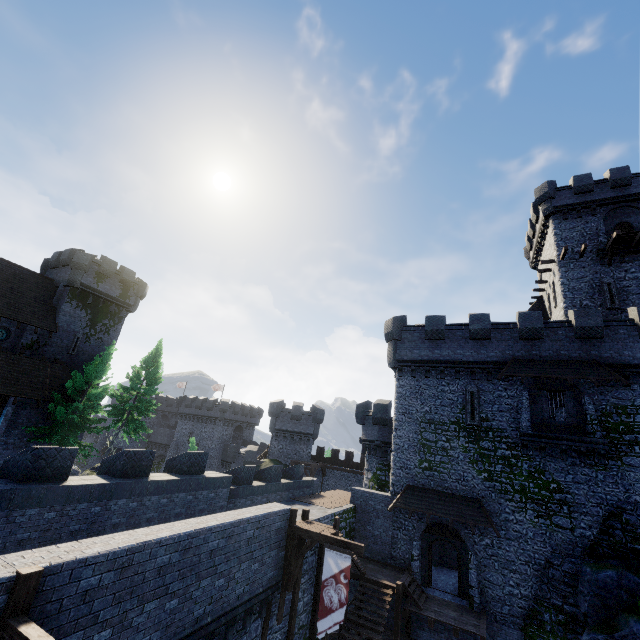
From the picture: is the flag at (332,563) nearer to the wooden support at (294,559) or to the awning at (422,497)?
the wooden support at (294,559)

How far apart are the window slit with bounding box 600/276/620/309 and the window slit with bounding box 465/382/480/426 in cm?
1279

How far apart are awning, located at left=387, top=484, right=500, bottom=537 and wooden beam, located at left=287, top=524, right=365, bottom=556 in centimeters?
901cm

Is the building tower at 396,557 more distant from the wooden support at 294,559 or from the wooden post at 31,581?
the wooden post at 31,581

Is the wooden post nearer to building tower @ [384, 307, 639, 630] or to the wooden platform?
building tower @ [384, 307, 639, 630]

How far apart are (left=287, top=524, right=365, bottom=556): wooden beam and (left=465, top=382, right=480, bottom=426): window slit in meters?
12.0 m

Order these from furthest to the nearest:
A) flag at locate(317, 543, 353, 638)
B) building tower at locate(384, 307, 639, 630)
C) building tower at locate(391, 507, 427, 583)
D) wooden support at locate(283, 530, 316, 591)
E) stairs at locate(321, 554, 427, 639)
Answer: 1. building tower at locate(391, 507, 427, 583)
2. building tower at locate(384, 307, 639, 630)
3. stairs at locate(321, 554, 427, 639)
4. wooden support at locate(283, 530, 316, 591)
5. flag at locate(317, 543, 353, 638)

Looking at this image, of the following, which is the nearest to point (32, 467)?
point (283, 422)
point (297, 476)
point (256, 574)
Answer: point (256, 574)
